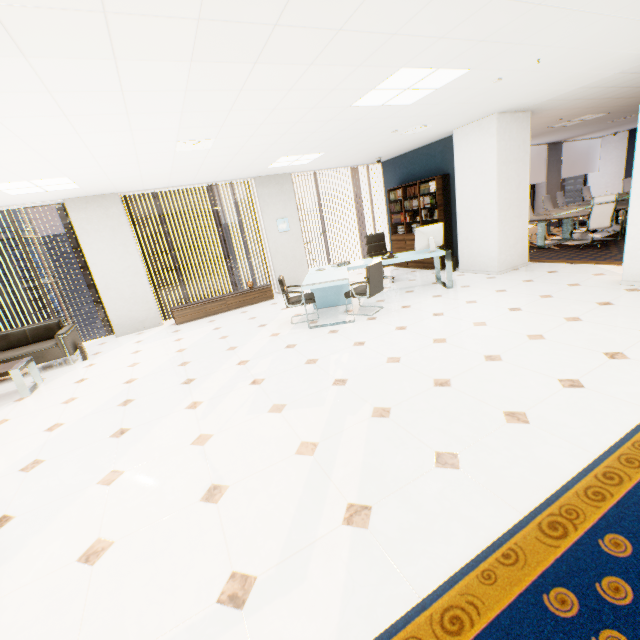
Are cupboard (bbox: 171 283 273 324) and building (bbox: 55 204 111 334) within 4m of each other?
no

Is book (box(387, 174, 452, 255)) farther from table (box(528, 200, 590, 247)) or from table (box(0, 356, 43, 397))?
table (box(0, 356, 43, 397))

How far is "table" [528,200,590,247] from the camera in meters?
8.1

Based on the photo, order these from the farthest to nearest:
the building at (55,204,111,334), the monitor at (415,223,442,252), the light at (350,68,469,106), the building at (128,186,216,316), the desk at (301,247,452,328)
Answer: the building at (128,186,216,316)
the building at (55,204,111,334)
the monitor at (415,223,442,252)
the desk at (301,247,452,328)
the light at (350,68,469,106)

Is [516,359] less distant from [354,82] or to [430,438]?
[430,438]

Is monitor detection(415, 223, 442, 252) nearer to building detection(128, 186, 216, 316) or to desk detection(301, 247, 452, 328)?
desk detection(301, 247, 452, 328)

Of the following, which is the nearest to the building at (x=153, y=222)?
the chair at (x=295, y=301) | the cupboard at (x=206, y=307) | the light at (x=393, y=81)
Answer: the cupboard at (x=206, y=307)

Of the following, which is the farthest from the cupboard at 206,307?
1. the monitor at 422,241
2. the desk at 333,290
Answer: the monitor at 422,241
